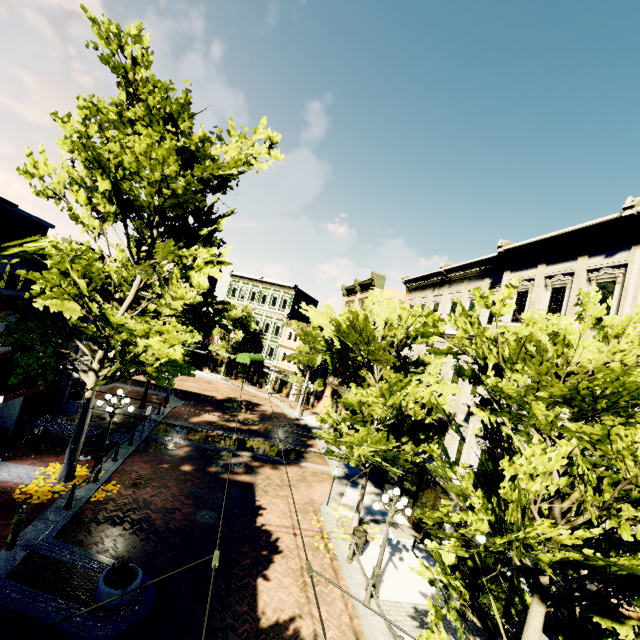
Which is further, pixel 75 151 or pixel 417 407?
pixel 417 407

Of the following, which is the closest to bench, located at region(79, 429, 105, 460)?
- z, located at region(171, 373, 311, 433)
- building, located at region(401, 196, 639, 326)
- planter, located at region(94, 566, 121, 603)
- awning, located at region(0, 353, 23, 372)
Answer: awning, located at region(0, 353, 23, 372)

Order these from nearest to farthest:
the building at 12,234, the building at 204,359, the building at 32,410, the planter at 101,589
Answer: the planter at 101,589, the building at 12,234, the building at 32,410, the building at 204,359

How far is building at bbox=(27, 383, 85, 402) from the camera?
17.8 meters

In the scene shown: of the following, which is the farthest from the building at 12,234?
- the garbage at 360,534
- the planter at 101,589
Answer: the planter at 101,589

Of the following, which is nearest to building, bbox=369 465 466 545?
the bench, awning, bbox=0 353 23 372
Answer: the bench

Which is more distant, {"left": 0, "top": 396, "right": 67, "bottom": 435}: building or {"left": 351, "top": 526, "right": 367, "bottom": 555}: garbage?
{"left": 0, "top": 396, "right": 67, "bottom": 435}: building

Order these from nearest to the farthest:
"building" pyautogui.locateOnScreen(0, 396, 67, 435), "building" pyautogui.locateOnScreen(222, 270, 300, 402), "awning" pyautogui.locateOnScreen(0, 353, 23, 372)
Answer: "awning" pyautogui.locateOnScreen(0, 353, 23, 372) → "building" pyautogui.locateOnScreen(0, 396, 67, 435) → "building" pyautogui.locateOnScreen(222, 270, 300, 402)
